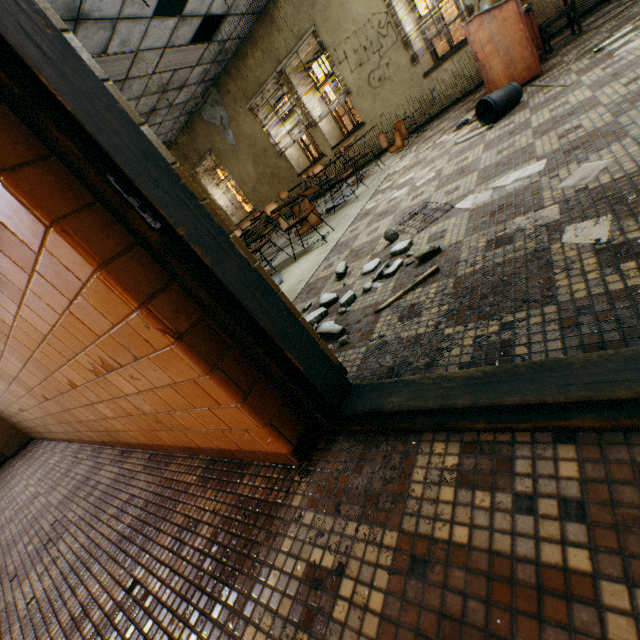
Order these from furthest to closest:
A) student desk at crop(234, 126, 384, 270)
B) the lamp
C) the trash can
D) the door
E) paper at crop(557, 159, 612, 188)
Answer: the lamp, student desk at crop(234, 126, 384, 270), the trash can, paper at crop(557, 159, 612, 188), the door

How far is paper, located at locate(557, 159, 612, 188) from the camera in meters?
1.6 m

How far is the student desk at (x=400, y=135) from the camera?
6.2 meters

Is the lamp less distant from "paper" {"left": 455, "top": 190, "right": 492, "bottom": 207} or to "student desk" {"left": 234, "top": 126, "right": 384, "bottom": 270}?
"student desk" {"left": 234, "top": 126, "right": 384, "bottom": 270}

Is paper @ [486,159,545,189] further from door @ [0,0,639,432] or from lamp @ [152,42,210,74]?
lamp @ [152,42,210,74]

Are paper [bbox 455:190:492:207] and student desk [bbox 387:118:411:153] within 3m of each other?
no

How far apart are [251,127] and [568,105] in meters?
8.5

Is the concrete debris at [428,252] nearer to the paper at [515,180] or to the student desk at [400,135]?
the paper at [515,180]
